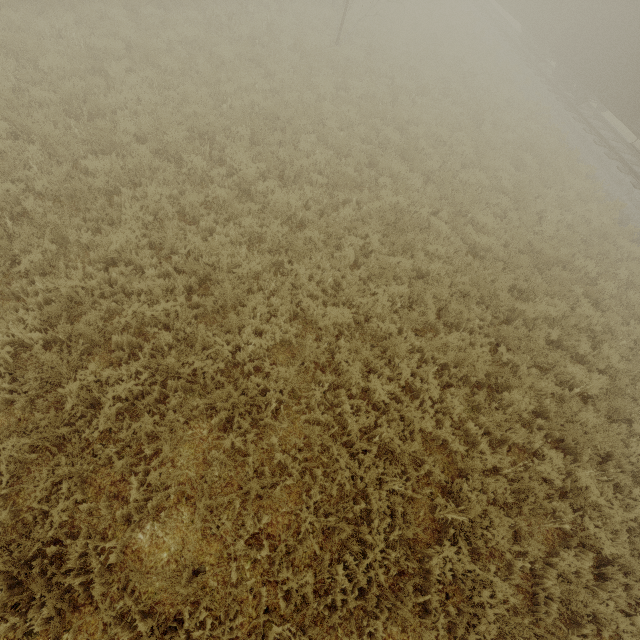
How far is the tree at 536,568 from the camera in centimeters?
450cm

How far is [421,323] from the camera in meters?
6.4 m

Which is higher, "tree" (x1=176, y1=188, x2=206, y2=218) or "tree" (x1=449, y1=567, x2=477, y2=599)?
"tree" (x1=176, y1=188, x2=206, y2=218)

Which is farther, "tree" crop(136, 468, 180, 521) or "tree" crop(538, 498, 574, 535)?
"tree" crop(538, 498, 574, 535)

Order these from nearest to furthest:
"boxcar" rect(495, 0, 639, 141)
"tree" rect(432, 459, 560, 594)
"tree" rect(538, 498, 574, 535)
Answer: A: "tree" rect(432, 459, 560, 594), "tree" rect(538, 498, 574, 535), "boxcar" rect(495, 0, 639, 141)
